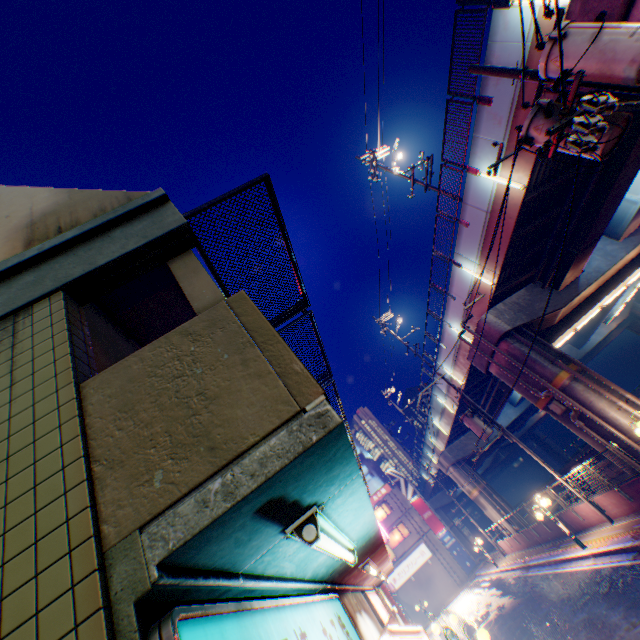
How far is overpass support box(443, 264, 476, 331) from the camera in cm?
1691

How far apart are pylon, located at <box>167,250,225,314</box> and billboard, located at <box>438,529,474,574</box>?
46.1m

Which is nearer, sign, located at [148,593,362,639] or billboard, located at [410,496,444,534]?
sign, located at [148,593,362,639]

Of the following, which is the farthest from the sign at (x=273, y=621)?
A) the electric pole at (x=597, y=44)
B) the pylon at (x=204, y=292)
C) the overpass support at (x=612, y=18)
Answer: the electric pole at (x=597, y=44)

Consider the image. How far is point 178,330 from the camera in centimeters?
215cm

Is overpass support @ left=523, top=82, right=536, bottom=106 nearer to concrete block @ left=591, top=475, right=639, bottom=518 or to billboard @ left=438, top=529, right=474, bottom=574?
concrete block @ left=591, top=475, right=639, bottom=518

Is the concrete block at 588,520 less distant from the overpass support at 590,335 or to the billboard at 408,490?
the overpass support at 590,335

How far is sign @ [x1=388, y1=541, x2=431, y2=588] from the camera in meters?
36.6 m
